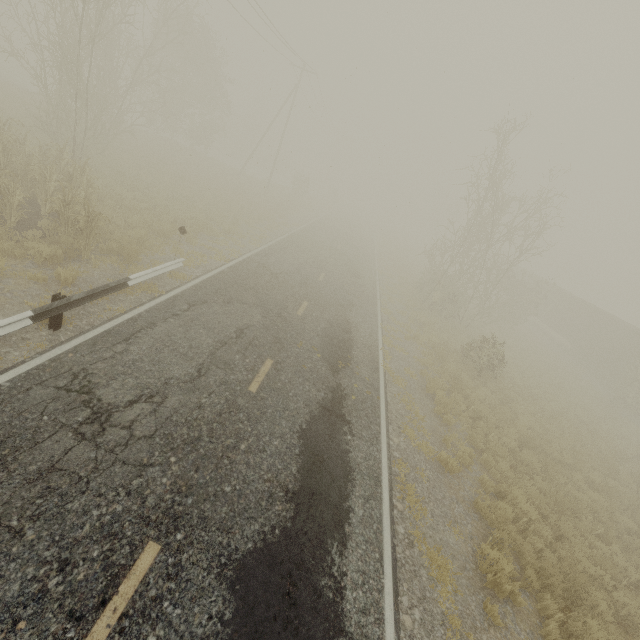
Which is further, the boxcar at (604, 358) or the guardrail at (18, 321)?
the boxcar at (604, 358)

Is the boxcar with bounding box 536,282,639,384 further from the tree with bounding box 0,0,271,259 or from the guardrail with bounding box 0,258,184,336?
the tree with bounding box 0,0,271,259

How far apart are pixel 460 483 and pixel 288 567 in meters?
5.7

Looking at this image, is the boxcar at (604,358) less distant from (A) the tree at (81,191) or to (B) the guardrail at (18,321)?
(B) the guardrail at (18,321)

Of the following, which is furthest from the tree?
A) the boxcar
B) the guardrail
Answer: the boxcar
